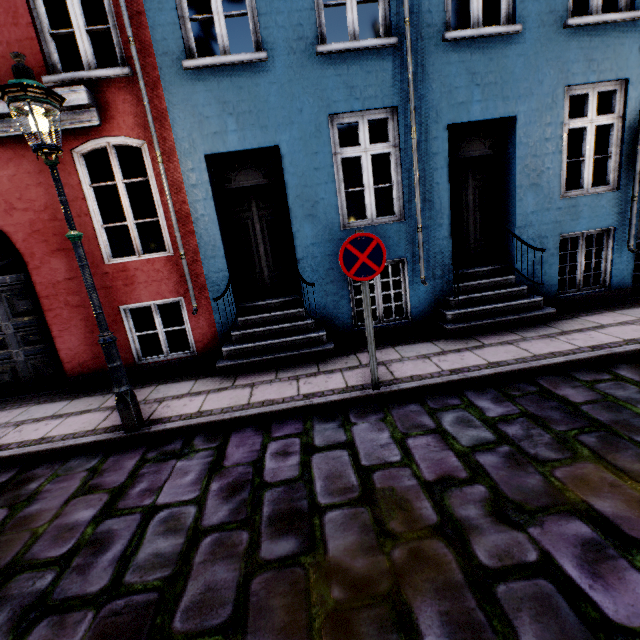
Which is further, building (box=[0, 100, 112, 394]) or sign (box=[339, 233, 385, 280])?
building (box=[0, 100, 112, 394])

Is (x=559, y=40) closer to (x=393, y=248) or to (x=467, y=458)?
(x=393, y=248)

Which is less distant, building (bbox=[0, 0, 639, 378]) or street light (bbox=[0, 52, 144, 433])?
street light (bbox=[0, 52, 144, 433])

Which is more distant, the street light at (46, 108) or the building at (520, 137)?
the building at (520, 137)

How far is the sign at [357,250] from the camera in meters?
3.6

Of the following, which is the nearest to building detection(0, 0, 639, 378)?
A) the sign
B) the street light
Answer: the street light
